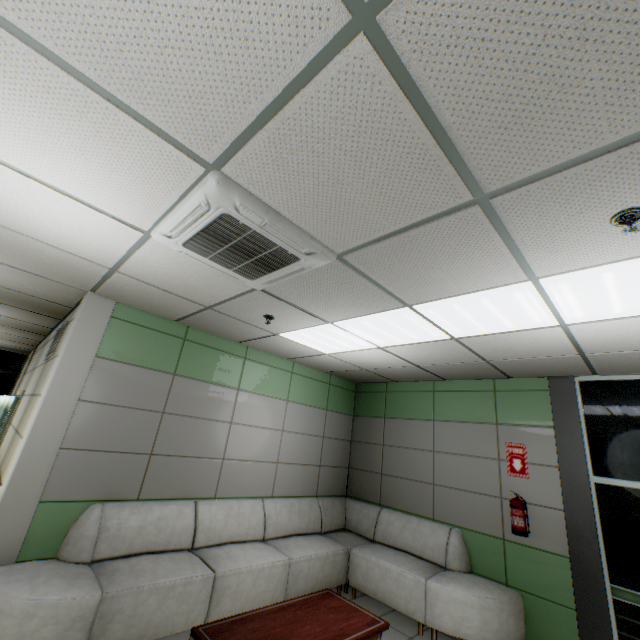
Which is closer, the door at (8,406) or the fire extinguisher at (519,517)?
the fire extinguisher at (519,517)

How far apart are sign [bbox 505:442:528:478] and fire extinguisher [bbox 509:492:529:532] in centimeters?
26cm

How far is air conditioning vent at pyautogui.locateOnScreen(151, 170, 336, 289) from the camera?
1.9 meters

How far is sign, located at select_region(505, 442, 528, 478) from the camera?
4.4m

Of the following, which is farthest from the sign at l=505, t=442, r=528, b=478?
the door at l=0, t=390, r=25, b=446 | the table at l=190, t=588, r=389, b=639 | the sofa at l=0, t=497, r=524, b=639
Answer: the door at l=0, t=390, r=25, b=446

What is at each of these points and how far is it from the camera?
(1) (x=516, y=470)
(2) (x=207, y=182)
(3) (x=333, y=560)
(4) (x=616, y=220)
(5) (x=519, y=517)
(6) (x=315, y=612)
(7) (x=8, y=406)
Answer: (1) sign, 4.5m
(2) air conditioning vent, 1.8m
(3) sofa, 4.6m
(4) fire alarm, 1.7m
(5) fire extinguisher, 4.1m
(6) table, 3.0m
(7) door, 6.8m

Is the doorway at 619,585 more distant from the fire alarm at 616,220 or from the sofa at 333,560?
the fire alarm at 616,220

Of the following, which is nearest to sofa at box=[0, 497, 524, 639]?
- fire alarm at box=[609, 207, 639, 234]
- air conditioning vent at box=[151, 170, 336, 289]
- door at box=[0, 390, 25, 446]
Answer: air conditioning vent at box=[151, 170, 336, 289]
